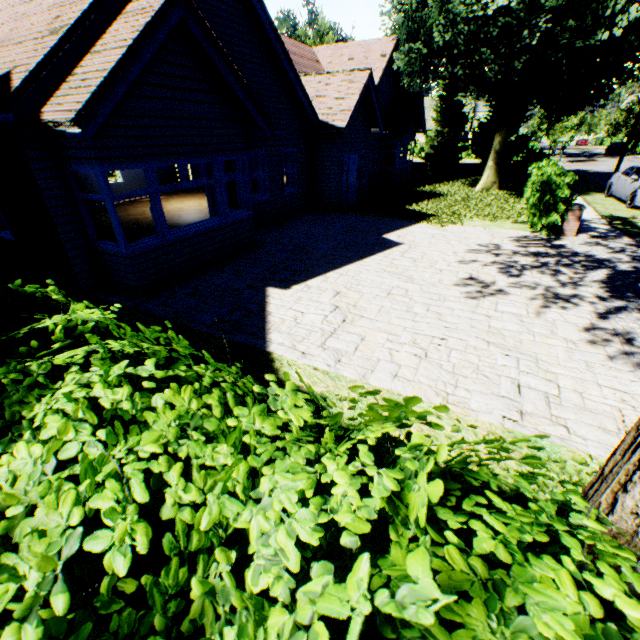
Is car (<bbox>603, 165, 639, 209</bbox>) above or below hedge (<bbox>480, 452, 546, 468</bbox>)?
below

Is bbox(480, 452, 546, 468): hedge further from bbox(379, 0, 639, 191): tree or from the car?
the car

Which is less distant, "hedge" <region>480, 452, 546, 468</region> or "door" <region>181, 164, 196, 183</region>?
"hedge" <region>480, 452, 546, 468</region>

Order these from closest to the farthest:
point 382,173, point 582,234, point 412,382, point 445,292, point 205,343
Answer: point 412,382 → point 205,343 → point 445,292 → point 582,234 → point 382,173

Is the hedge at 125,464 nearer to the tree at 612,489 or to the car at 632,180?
the tree at 612,489

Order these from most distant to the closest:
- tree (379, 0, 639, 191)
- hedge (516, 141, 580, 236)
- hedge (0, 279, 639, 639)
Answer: tree (379, 0, 639, 191) → hedge (516, 141, 580, 236) → hedge (0, 279, 639, 639)

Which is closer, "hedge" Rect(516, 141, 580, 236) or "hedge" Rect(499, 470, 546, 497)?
"hedge" Rect(499, 470, 546, 497)
